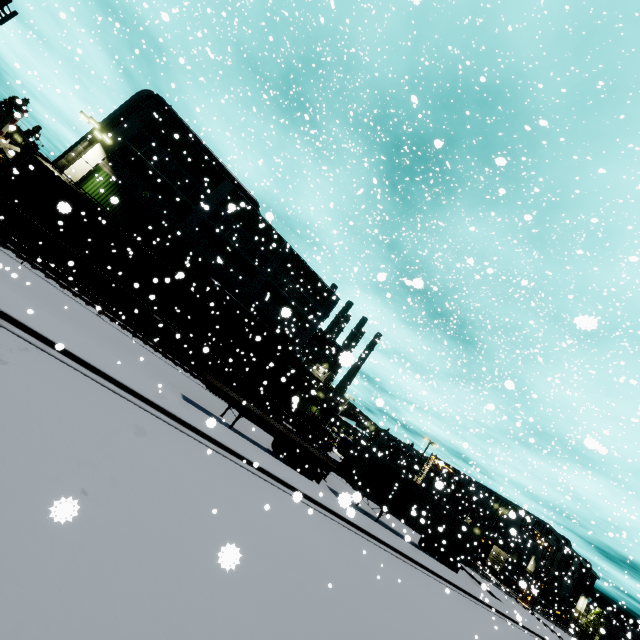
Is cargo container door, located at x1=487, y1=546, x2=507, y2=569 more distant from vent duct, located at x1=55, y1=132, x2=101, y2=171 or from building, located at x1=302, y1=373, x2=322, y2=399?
vent duct, located at x1=55, y1=132, x2=101, y2=171

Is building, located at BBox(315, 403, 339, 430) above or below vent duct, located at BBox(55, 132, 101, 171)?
below

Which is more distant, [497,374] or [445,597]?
[497,374]

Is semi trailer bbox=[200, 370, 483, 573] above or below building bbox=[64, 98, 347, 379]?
below

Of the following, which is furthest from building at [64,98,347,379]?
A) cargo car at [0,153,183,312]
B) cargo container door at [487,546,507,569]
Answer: cargo container door at [487,546,507,569]

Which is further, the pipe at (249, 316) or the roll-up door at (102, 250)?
the pipe at (249, 316)

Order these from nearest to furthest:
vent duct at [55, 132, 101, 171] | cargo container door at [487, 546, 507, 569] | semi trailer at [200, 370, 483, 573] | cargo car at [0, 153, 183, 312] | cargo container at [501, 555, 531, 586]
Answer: semi trailer at [200, 370, 483, 573]
cargo car at [0, 153, 183, 312]
vent duct at [55, 132, 101, 171]
cargo container at [501, 555, 531, 586]
cargo container door at [487, 546, 507, 569]

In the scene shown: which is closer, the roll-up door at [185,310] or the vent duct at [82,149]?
the vent duct at [82,149]
